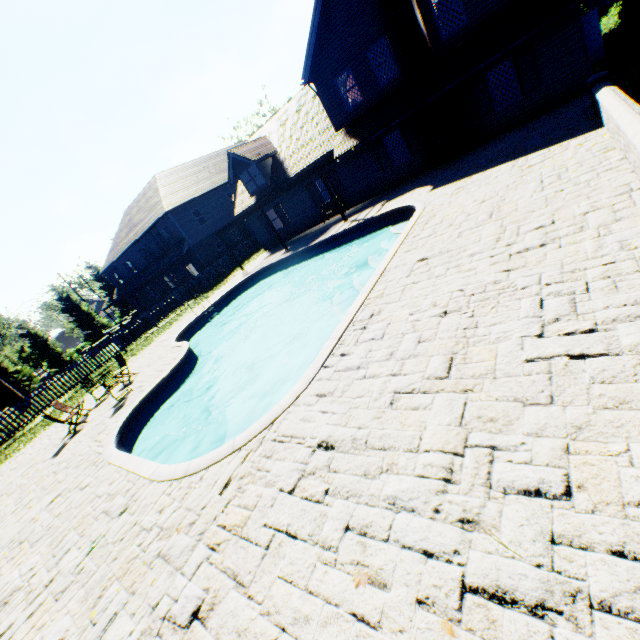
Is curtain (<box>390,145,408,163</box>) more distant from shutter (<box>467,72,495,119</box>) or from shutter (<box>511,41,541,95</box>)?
shutter (<box>511,41,541,95</box>)

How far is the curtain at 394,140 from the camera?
16.6 meters

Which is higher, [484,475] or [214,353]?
[484,475]

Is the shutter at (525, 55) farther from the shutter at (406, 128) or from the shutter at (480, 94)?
the shutter at (406, 128)

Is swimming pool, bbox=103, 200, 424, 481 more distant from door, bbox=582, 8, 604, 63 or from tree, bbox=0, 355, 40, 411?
Result: door, bbox=582, 8, 604, 63

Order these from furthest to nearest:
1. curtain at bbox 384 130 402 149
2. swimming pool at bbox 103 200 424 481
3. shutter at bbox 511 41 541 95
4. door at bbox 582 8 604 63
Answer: → curtain at bbox 384 130 402 149 → door at bbox 582 8 604 63 → shutter at bbox 511 41 541 95 → swimming pool at bbox 103 200 424 481

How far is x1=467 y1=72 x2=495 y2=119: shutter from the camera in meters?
13.7 m

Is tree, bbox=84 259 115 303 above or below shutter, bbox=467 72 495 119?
above
